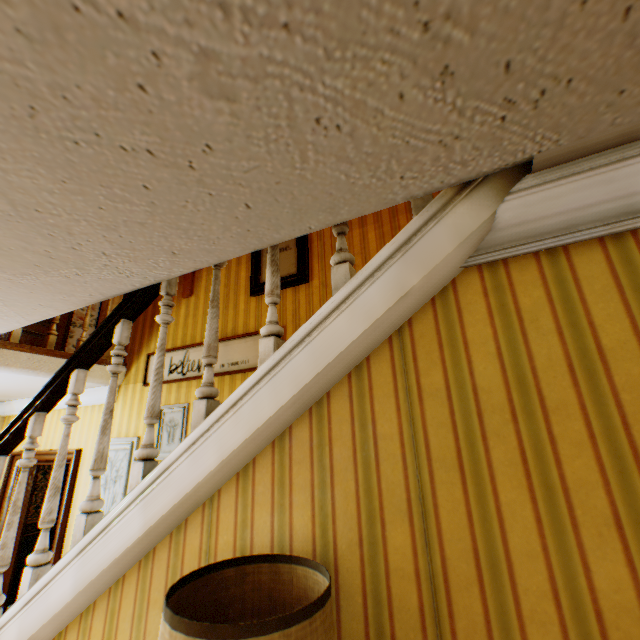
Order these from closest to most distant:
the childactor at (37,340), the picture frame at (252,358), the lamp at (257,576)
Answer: the lamp at (257,576)
the picture frame at (252,358)
the childactor at (37,340)

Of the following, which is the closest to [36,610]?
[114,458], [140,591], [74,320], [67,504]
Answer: [140,591]

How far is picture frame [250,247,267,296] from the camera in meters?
3.6 m

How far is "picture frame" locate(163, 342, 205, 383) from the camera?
3.71m

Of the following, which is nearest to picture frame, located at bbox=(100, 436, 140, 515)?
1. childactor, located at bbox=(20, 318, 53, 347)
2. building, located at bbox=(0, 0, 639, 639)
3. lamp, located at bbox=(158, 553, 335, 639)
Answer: building, located at bbox=(0, 0, 639, 639)

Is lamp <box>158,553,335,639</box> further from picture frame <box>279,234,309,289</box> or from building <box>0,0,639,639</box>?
picture frame <box>279,234,309,289</box>

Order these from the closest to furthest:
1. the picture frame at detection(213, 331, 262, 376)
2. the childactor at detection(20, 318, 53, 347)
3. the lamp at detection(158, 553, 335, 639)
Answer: the lamp at detection(158, 553, 335, 639)
the picture frame at detection(213, 331, 262, 376)
the childactor at detection(20, 318, 53, 347)

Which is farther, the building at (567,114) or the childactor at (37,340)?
the childactor at (37,340)
